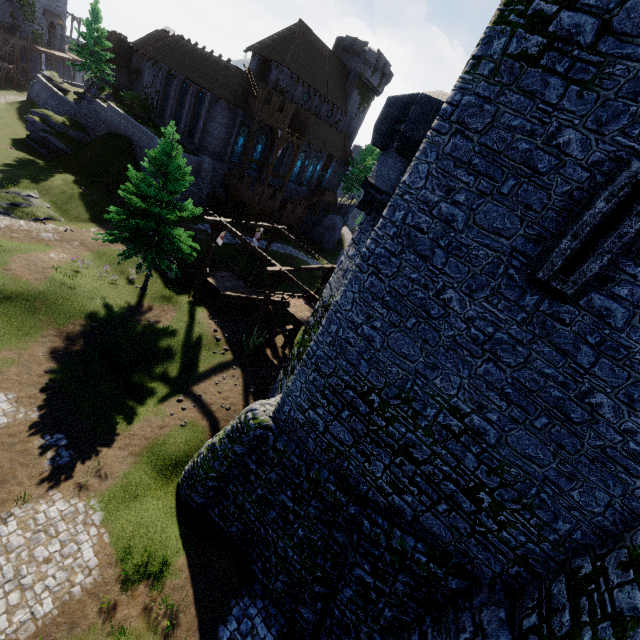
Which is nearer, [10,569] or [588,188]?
[588,188]

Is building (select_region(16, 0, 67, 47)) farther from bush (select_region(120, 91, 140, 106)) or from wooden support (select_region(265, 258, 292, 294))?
wooden support (select_region(265, 258, 292, 294))

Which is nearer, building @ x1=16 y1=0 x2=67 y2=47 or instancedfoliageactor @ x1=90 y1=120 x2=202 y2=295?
instancedfoliageactor @ x1=90 y1=120 x2=202 y2=295

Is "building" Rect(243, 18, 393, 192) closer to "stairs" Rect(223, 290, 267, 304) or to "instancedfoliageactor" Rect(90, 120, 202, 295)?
"instancedfoliageactor" Rect(90, 120, 202, 295)

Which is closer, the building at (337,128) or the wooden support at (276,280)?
the wooden support at (276,280)

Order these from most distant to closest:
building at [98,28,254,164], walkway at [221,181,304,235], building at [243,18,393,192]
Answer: building at [243,18,393,192]
walkway at [221,181,304,235]
building at [98,28,254,164]

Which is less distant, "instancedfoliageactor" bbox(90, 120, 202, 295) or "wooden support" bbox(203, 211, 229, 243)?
"instancedfoliageactor" bbox(90, 120, 202, 295)

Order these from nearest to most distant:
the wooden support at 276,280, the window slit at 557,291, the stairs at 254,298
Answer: the window slit at 557,291
the wooden support at 276,280
the stairs at 254,298
